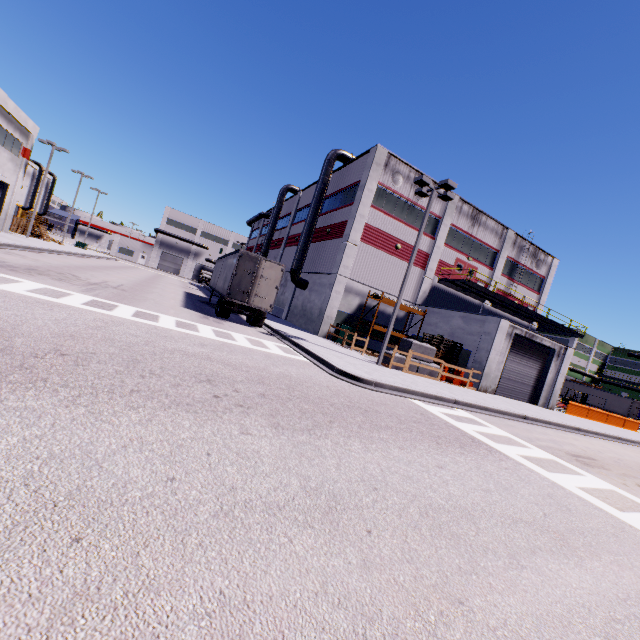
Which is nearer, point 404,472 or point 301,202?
point 404,472

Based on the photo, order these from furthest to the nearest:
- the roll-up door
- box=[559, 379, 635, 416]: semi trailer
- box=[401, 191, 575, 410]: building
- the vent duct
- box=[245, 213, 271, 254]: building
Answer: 1. box=[245, 213, 271, 254]: building
2. box=[559, 379, 635, 416]: semi trailer
3. the vent duct
4. the roll-up door
5. box=[401, 191, 575, 410]: building

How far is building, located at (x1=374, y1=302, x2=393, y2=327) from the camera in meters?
26.3

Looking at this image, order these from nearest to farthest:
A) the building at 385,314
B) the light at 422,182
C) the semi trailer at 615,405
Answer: the light at 422,182 → the building at 385,314 → the semi trailer at 615,405

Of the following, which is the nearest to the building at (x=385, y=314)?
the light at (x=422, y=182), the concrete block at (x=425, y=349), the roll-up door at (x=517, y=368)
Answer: the roll-up door at (x=517, y=368)

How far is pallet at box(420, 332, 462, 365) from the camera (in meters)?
21.36

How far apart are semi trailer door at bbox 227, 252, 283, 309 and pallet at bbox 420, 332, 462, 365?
11.64m

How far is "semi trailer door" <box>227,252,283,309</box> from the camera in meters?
17.2 m
